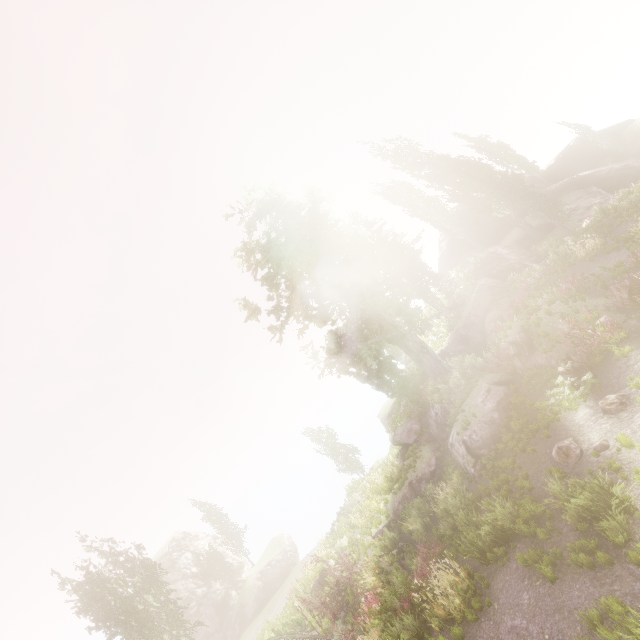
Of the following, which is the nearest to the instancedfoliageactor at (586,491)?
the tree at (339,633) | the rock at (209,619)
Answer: the rock at (209,619)

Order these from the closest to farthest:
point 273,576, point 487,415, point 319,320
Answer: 1. point 487,415
2. point 319,320
3. point 273,576

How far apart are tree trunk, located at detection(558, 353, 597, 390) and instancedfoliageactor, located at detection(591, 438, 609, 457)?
2.1m

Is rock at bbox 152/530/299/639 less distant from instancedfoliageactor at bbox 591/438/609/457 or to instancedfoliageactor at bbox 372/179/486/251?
instancedfoliageactor at bbox 372/179/486/251

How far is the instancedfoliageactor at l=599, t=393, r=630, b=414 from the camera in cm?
968

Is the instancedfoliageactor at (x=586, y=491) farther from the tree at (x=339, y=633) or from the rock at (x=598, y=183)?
the tree at (x=339, y=633)

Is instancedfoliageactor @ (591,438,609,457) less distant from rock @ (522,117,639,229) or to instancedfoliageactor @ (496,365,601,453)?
instancedfoliageactor @ (496,365,601,453)

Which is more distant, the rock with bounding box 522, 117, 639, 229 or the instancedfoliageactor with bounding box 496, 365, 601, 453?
the rock with bounding box 522, 117, 639, 229
